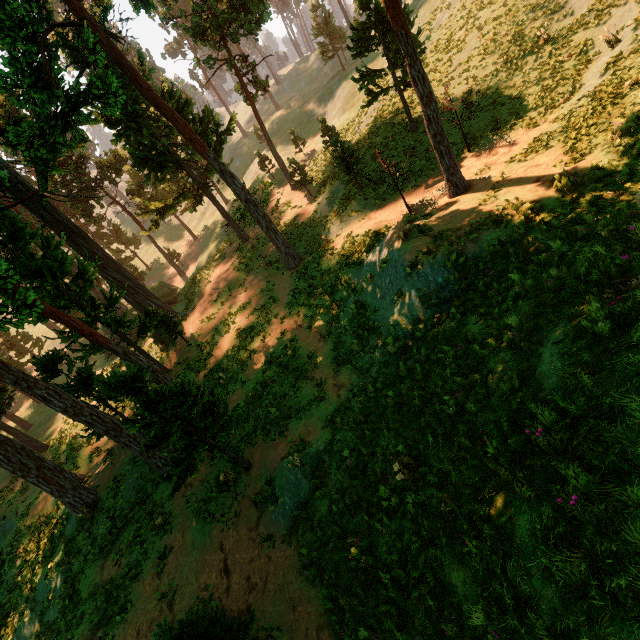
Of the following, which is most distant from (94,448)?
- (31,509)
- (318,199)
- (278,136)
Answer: (278,136)

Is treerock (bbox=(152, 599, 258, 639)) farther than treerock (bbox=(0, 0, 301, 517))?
No

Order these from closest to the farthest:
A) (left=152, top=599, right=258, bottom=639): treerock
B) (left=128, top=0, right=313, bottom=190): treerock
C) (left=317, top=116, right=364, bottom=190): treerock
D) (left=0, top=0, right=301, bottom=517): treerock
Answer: (left=152, top=599, right=258, bottom=639): treerock → (left=0, top=0, right=301, bottom=517): treerock → (left=317, top=116, right=364, bottom=190): treerock → (left=128, top=0, right=313, bottom=190): treerock

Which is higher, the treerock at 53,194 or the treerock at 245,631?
the treerock at 53,194

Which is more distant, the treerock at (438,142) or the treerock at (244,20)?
the treerock at (244,20)
